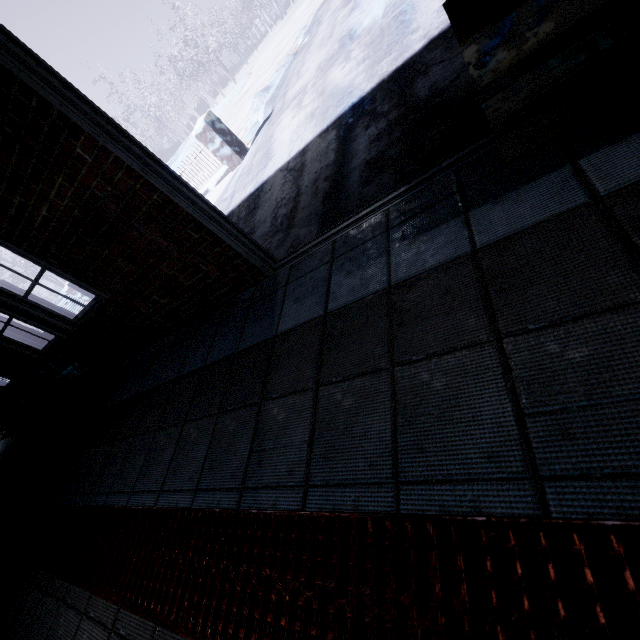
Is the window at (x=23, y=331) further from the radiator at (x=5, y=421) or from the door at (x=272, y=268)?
the door at (x=272, y=268)

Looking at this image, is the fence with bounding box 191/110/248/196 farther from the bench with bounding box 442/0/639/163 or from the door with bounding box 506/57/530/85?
the bench with bounding box 442/0/639/163

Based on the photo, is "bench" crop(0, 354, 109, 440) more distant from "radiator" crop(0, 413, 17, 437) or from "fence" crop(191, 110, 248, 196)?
"fence" crop(191, 110, 248, 196)

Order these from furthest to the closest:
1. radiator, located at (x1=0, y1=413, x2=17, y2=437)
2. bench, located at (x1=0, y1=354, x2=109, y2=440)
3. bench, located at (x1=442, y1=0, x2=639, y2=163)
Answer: radiator, located at (x1=0, y1=413, x2=17, y2=437) < bench, located at (x1=0, y1=354, x2=109, y2=440) < bench, located at (x1=442, y1=0, x2=639, y2=163)

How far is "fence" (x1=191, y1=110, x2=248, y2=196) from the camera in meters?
5.8 m

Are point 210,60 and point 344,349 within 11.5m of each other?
no

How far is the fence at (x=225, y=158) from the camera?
5.76m

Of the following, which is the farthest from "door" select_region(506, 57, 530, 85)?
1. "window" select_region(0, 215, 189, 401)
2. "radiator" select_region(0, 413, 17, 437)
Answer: "radiator" select_region(0, 413, 17, 437)
